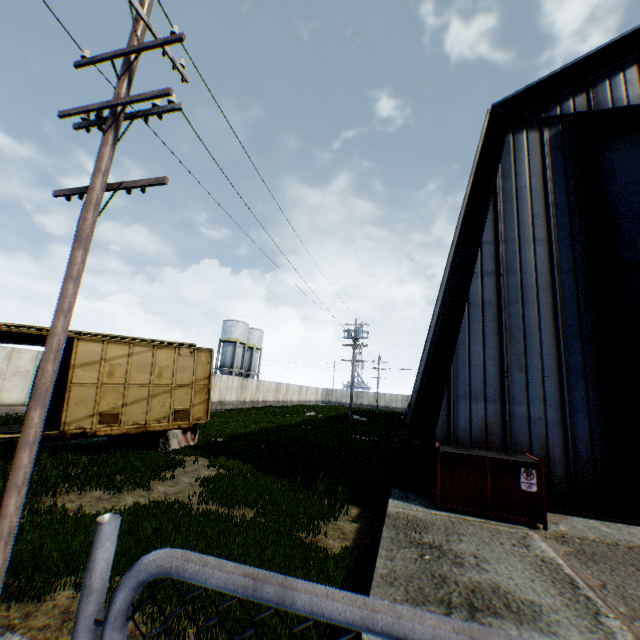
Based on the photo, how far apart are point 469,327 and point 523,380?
1.8m

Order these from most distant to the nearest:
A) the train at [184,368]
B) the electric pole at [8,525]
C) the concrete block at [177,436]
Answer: the concrete block at [177,436] < the train at [184,368] < the electric pole at [8,525]

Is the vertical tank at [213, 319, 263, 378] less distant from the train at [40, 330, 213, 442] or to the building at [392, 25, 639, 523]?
the building at [392, 25, 639, 523]

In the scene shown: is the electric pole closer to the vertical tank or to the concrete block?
the concrete block

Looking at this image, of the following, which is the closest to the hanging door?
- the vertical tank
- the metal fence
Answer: the metal fence

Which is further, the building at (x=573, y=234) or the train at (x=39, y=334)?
the train at (x=39, y=334)

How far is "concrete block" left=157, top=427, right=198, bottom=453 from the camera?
12.6m
